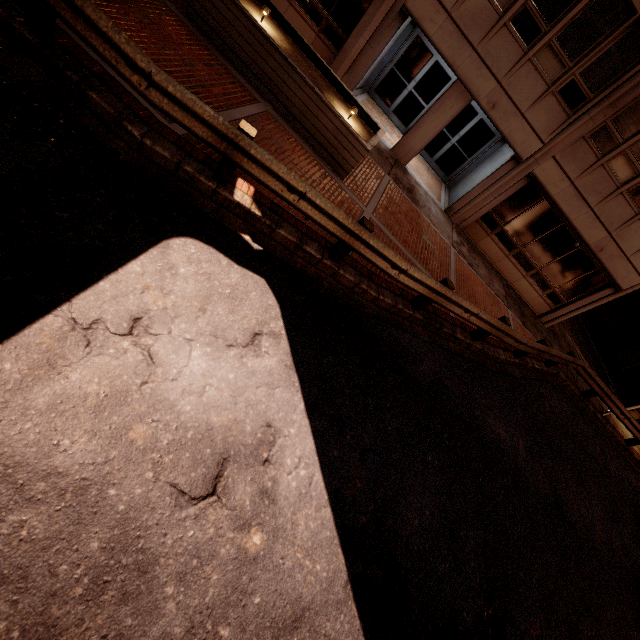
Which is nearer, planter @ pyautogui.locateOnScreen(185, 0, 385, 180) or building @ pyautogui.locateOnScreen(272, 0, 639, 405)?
planter @ pyautogui.locateOnScreen(185, 0, 385, 180)

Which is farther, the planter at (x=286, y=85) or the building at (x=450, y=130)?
the building at (x=450, y=130)

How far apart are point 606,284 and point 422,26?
12.28m
